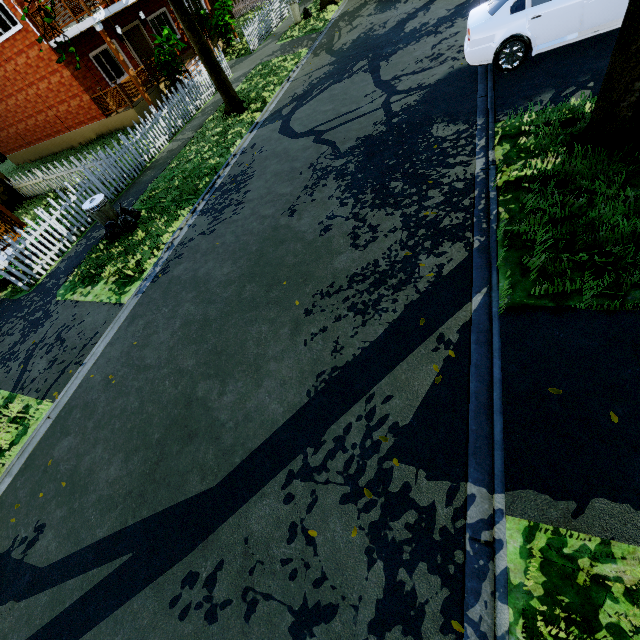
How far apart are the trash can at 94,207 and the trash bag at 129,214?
Result: 0.01m

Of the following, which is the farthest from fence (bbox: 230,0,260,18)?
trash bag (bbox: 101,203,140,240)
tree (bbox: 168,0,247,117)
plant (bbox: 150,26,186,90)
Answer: trash bag (bbox: 101,203,140,240)

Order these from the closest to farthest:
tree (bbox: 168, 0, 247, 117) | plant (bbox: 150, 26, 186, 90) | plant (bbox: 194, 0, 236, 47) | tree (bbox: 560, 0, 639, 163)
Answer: tree (bbox: 560, 0, 639, 163)
tree (bbox: 168, 0, 247, 117)
plant (bbox: 150, 26, 186, 90)
plant (bbox: 194, 0, 236, 47)

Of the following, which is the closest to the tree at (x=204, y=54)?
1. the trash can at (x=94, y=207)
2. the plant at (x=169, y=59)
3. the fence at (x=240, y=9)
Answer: the fence at (x=240, y=9)

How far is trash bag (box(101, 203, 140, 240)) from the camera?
8.58m

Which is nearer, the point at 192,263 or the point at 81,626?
the point at 81,626

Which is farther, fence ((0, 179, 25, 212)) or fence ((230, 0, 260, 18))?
fence ((230, 0, 260, 18))

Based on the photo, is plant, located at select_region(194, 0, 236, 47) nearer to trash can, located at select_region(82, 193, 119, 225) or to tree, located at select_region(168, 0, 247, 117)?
tree, located at select_region(168, 0, 247, 117)
